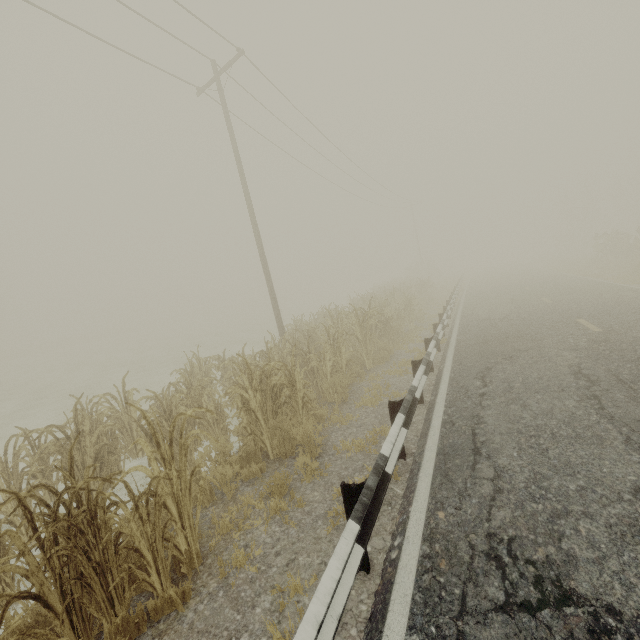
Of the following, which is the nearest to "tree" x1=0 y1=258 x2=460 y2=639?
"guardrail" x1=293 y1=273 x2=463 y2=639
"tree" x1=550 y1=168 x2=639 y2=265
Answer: "guardrail" x1=293 y1=273 x2=463 y2=639

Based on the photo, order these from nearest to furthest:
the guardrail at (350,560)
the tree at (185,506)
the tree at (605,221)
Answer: the guardrail at (350,560) < the tree at (185,506) < the tree at (605,221)

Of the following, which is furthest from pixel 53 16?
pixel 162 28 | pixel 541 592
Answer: pixel 541 592

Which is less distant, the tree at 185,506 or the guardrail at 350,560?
the guardrail at 350,560

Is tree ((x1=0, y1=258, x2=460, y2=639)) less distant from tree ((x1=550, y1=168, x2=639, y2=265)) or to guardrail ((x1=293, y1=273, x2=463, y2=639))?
guardrail ((x1=293, y1=273, x2=463, y2=639))

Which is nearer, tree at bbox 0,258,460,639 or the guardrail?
the guardrail

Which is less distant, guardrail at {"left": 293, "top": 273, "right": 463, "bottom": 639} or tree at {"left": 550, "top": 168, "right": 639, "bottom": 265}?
guardrail at {"left": 293, "top": 273, "right": 463, "bottom": 639}

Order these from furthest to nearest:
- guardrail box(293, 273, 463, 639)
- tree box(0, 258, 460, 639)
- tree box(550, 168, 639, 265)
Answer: tree box(550, 168, 639, 265)
tree box(0, 258, 460, 639)
guardrail box(293, 273, 463, 639)
